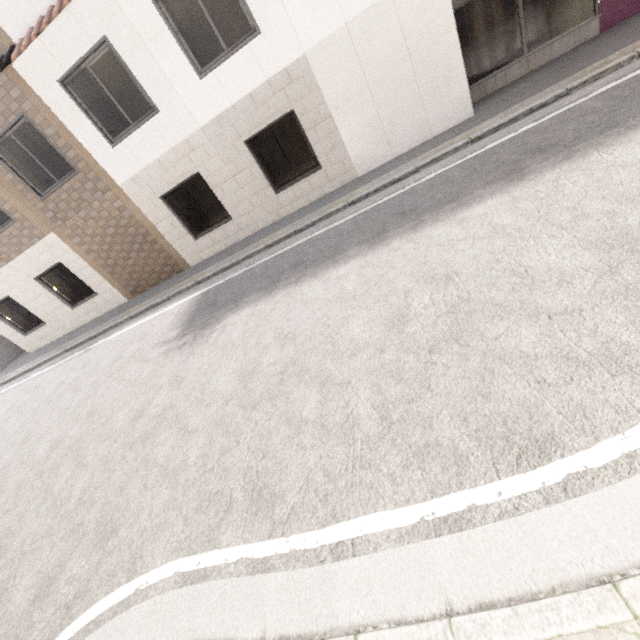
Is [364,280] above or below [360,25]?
below
